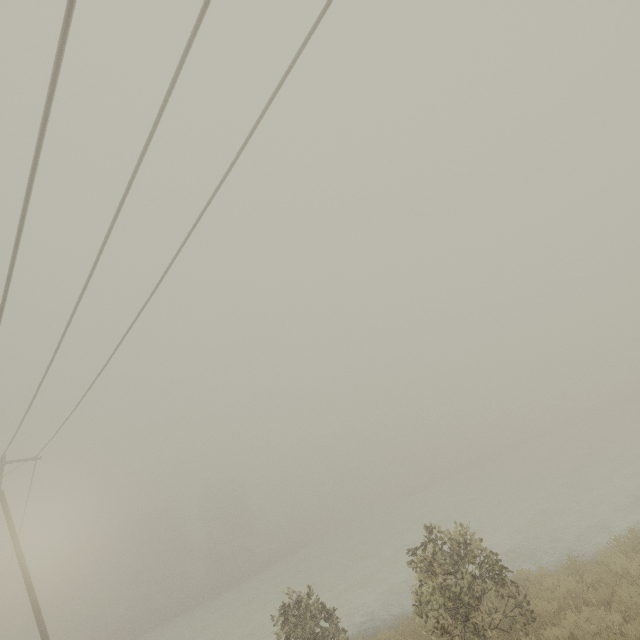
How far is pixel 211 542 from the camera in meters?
55.2 m

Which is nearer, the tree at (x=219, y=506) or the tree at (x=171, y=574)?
the tree at (x=171, y=574)

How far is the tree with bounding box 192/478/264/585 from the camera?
51.4 meters

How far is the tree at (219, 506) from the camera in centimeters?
5140cm

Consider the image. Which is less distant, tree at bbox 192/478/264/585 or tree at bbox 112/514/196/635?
tree at bbox 112/514/196/635
